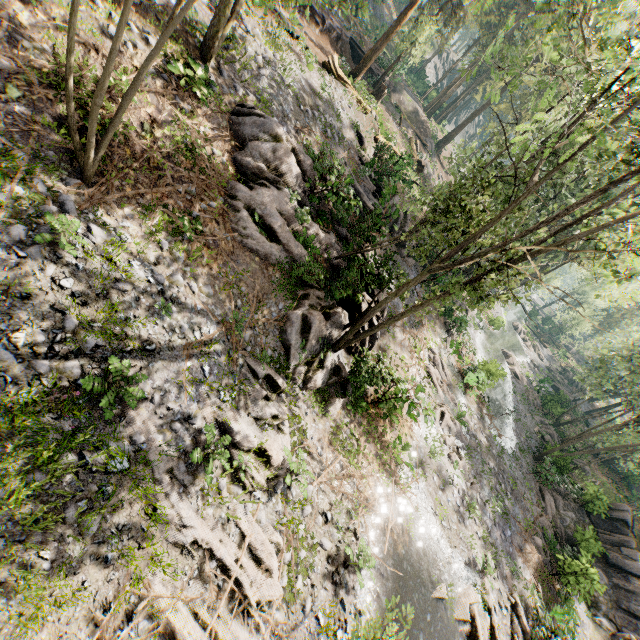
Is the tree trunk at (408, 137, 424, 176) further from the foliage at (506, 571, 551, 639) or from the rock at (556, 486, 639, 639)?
the rock at (556, 486, 639, 639)

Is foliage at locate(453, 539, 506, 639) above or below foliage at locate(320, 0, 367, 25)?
below

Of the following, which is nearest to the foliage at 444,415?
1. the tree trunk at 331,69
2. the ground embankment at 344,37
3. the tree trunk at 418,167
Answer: the ground embankment at 344,37

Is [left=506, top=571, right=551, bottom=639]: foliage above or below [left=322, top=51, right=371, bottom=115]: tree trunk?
below

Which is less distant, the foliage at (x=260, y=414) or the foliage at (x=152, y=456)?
the foliage at (x=152, y=456)

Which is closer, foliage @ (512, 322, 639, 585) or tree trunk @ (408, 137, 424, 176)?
foliage @ (512, 322, 639, 585)

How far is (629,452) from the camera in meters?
25.2

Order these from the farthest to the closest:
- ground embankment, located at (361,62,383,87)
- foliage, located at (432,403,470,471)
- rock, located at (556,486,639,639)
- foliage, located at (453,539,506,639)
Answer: ground embankment, located at (361,62,383,87), rock, located at (556,486,639,639), foliage, located at (432,403,470,471), foliage, located at (453,539,506,639)
